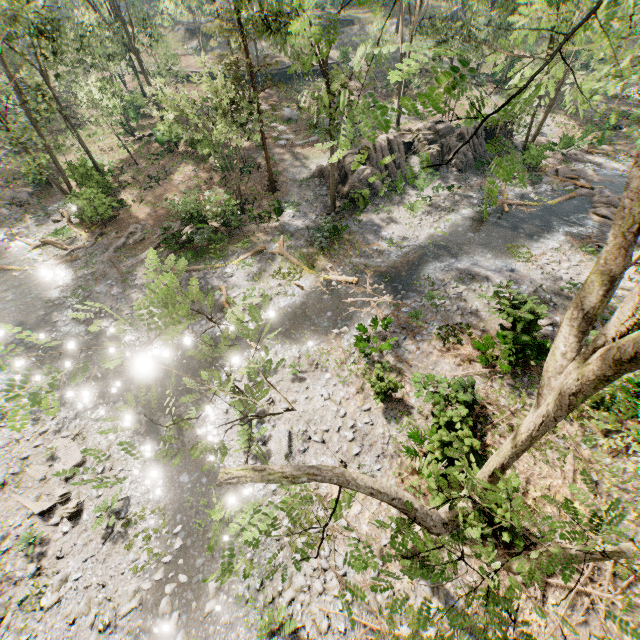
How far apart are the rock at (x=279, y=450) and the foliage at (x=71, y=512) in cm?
626

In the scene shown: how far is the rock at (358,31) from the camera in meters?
46.2 m

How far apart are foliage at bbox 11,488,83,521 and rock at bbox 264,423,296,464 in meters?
6.3 m

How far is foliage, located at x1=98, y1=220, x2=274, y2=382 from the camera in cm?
382

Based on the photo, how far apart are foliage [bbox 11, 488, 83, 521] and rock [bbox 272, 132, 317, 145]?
29.7m

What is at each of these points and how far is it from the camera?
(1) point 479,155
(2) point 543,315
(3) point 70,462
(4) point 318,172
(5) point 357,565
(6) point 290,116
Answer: (1) rock, 28.23m
(2) foliage, 13.60m
(3) foliage, 13.08m
(4) rock, 26.12m
(5) foliage, 4.05m
(6) rock, 34.25m

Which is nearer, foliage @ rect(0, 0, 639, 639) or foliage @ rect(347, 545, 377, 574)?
foliage @ rect(0, 0, 639, 639)
